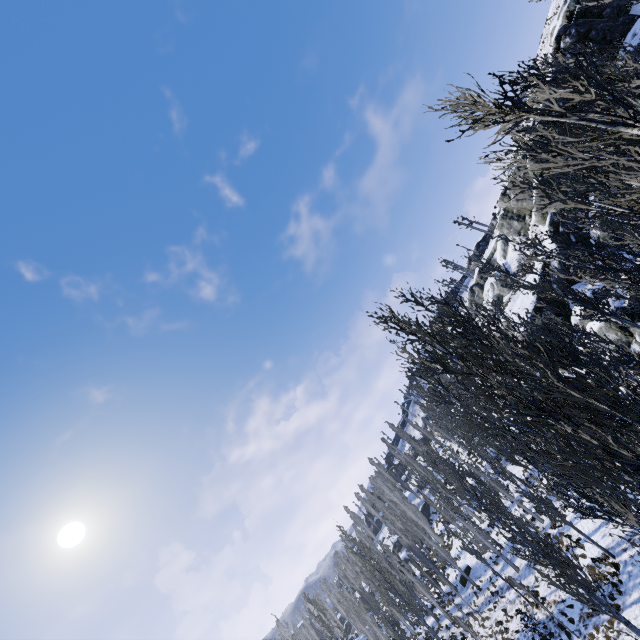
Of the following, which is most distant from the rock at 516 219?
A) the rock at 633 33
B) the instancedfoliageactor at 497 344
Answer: the instancedfoliageactor at 497 344

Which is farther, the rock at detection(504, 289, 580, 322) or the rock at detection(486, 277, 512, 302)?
the rock at detection(486, 277, 512, 302)

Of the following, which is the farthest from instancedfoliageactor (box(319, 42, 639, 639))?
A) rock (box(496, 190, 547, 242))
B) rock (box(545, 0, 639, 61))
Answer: rock (box(496, 190, 547, 242))

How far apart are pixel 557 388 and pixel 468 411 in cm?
1521

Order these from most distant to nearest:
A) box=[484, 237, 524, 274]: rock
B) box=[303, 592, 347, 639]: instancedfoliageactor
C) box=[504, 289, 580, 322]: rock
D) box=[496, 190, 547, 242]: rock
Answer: box=[484, 237, 524, 274]: rock, box=[496, 190, 547, 242]: rock, box=[504, 289, 580, 322]: rock, box=[303, 592, 347, 639]: instancedfoliageactor

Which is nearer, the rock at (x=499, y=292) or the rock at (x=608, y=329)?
the rock at (x=608, y=329)
